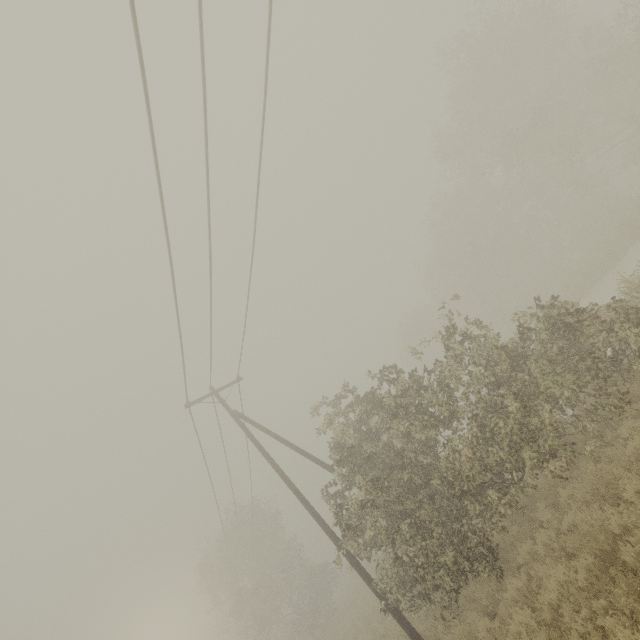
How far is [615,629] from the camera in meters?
4.5

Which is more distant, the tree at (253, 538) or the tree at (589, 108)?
the tree at (253, 538)

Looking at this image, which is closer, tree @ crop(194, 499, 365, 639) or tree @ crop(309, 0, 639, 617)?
tree @ crop(309, 0, 639, 617)
